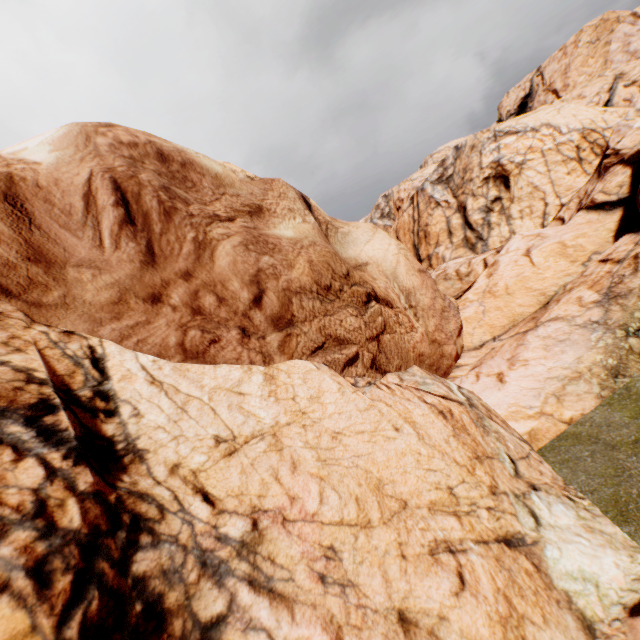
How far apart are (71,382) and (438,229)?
30.0 meters
